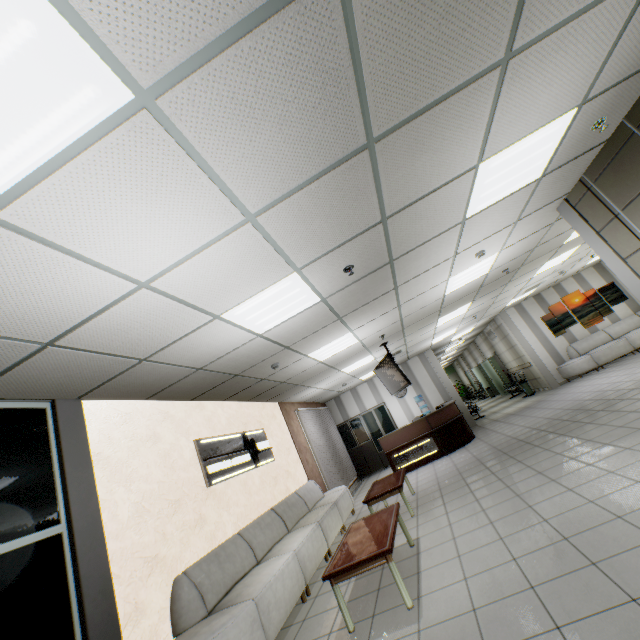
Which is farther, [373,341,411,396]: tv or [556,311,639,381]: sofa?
[556,311,639,381]: sofa

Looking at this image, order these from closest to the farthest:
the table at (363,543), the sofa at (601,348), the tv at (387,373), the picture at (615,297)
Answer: the table at (363,543) → the tv at (387,373) → the sofa at (601,348) → the picture at (615,297)

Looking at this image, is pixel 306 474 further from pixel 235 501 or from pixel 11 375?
pixel 11 375

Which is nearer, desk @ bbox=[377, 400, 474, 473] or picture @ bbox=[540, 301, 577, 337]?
desk @ bbox=[377, 400, 474, 473]

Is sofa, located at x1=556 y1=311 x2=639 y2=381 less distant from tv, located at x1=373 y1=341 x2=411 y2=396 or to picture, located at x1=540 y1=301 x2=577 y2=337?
picture, located at x1=540 y1=301 x2=577 y2=337

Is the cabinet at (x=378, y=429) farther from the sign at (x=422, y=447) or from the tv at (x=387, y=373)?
the tv at (x=387, y=373)

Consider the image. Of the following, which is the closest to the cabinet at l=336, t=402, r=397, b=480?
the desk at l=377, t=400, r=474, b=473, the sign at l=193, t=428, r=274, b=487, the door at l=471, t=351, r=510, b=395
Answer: the desk at l=377, t=400, r=474, b=473

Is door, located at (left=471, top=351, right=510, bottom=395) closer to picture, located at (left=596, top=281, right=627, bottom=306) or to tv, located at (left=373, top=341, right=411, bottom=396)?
picture, located at (left=596, top=281, right=627, bottom=306)
